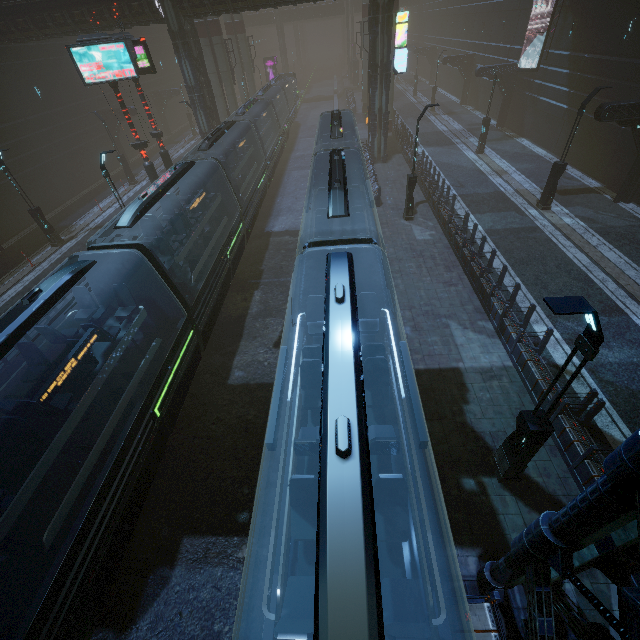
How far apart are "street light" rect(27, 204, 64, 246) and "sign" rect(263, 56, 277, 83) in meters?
48.0

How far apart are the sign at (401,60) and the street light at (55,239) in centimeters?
2386cm

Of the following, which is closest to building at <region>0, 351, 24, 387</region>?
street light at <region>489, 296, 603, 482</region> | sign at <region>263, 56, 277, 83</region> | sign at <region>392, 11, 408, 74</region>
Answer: sign at <region>392, 11, 408, 74</region>

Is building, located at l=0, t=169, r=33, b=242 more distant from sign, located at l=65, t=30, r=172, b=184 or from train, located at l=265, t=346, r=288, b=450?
sign, located at l=65, t=30, r=172, b=184

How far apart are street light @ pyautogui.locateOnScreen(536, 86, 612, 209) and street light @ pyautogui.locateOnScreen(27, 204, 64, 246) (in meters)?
29.00

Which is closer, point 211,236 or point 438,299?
point 438,299

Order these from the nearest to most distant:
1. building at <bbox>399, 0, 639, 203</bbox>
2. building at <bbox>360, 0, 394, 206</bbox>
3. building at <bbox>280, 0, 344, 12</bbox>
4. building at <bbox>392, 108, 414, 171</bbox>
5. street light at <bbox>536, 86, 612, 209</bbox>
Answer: street light at <bbox>536, 86, 612, 209</bbox>
building at <bbox>399, 0, 639, 203</bbox>
building at <bbox>360, 0, 394, 206</bbox>
building at <bbox>392, 108, 414, 171</bbox>
building at <bbox>280, 0, 344, 12</bbox>

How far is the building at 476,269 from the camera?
9.8 meters
